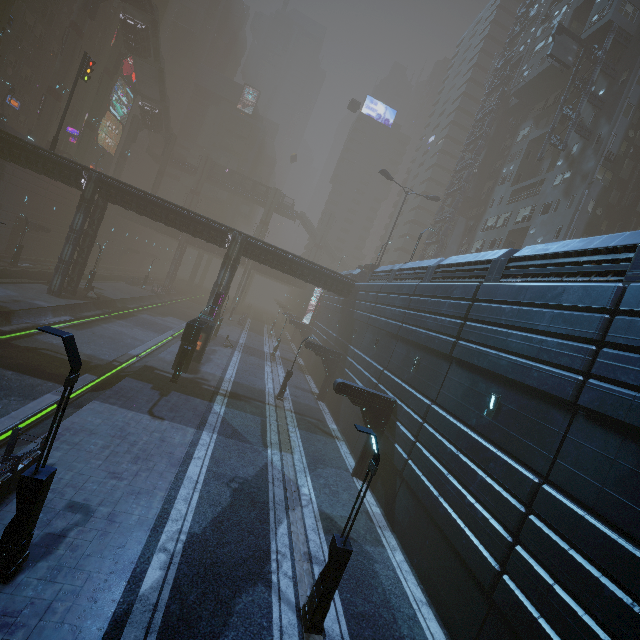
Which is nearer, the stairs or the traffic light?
the traffic light

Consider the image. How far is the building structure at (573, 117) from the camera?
29.4 meters

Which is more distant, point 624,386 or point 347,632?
point 347,632

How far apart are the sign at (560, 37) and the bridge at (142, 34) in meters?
53.4

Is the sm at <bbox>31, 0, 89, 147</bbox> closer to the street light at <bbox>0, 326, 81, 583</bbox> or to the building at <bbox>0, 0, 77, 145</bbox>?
the building at <bbox>0, 0, 77, 145</bbox>

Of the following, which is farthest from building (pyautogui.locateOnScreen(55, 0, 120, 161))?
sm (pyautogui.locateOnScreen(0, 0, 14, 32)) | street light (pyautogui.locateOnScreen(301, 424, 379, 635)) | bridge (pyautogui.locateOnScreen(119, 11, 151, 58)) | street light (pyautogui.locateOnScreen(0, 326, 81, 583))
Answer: bridge (pyautogui.locateOnScreen(119, 11, 151, 58))

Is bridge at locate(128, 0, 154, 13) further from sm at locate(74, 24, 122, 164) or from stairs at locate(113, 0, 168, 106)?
sm at locate(74, 24, 122, 164)

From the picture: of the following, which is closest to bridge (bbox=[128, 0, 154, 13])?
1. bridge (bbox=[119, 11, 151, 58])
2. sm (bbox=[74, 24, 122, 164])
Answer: bridge (bbox=[119, 11, 151, 58])
